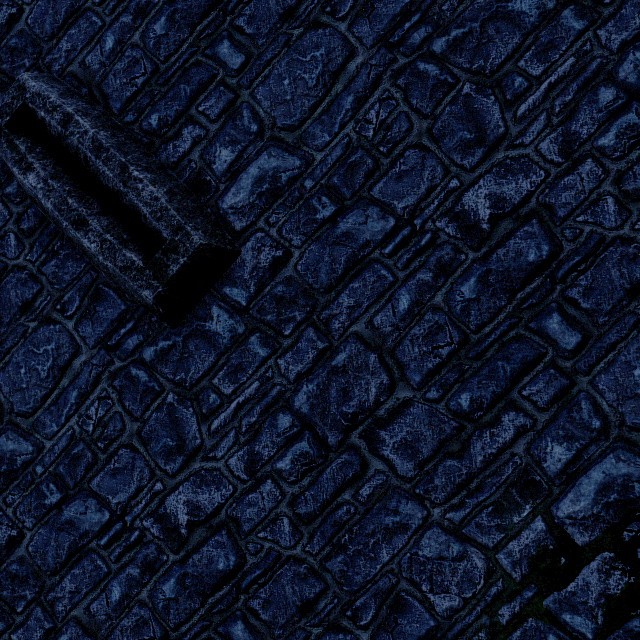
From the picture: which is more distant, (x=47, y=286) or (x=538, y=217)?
(x=47, y=286)
